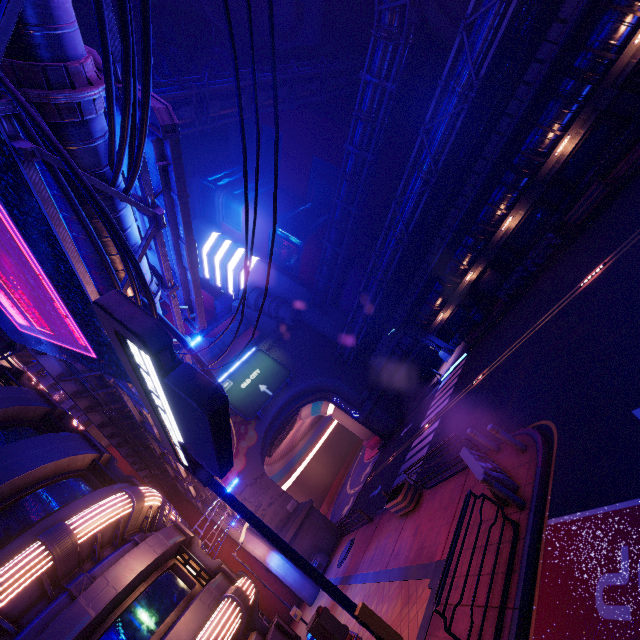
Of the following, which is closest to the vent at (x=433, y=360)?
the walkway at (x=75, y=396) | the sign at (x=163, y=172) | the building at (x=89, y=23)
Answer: the building at (x=89, y=23)

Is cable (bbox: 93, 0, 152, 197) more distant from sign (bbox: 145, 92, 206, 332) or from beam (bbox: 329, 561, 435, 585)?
beam (bbox: 329, 561, 435, 585)

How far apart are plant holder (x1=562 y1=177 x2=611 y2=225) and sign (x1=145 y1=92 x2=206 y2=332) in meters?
18.7 m

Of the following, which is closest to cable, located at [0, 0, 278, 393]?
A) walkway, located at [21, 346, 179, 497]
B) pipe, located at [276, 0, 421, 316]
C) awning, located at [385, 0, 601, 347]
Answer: walkway, located at [21, 346, 179, 497]

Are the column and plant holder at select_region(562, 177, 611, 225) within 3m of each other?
no

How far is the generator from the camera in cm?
2483

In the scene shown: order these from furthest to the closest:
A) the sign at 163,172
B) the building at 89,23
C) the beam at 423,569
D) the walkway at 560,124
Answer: the building at 89,23
the walkway at 560,124
the beam at 423,569
the sign at 163,172

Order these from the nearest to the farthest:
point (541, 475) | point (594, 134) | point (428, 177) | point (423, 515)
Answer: point (541, 475) < point (423, 515) < point (594, 134) < point (428, 177)
